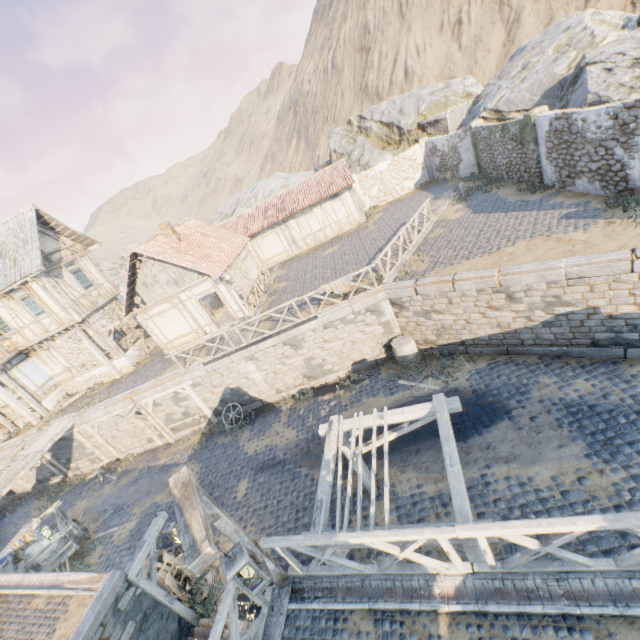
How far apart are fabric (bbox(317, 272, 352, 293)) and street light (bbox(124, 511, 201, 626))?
9.0m

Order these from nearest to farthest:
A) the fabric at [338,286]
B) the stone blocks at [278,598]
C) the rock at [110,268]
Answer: the stone blocks at [278,598] → the fabric at [338,286] → the rock at [110,268]

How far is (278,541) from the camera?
4.9 meters

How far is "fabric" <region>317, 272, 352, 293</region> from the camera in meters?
13.2

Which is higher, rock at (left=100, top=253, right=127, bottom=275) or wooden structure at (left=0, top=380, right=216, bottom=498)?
rock at (left=100, top=253, right=127, bottom=275)

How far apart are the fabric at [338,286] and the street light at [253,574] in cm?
1032

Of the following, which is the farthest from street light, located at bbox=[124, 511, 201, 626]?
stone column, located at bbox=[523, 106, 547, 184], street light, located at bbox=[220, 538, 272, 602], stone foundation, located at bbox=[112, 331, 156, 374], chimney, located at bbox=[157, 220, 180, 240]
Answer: stone column, located at bbox=[523, 106, 547, 184]

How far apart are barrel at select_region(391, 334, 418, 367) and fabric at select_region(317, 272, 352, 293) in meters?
2.9
